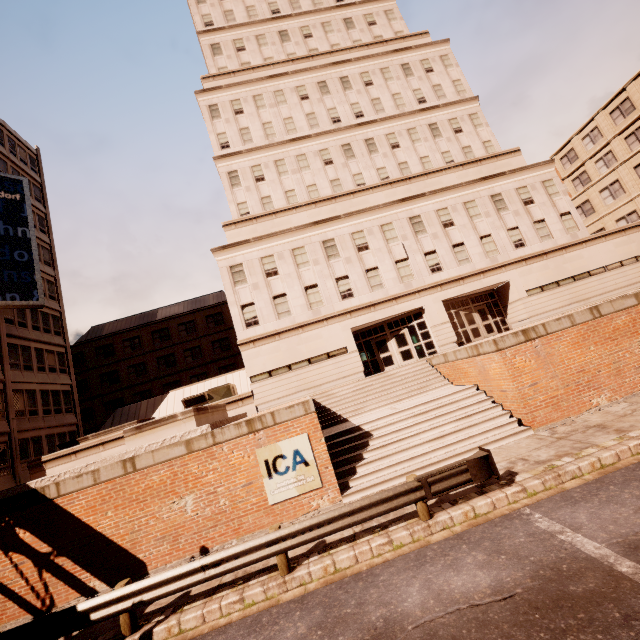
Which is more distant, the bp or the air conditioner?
the air conditioner

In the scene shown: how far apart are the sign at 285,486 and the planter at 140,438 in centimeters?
255cm

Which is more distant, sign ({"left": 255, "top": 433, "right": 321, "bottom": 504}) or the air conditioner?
Answer: the air conditioner

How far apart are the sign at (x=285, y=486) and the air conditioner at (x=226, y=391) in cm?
1267

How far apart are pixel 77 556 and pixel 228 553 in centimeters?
614cm

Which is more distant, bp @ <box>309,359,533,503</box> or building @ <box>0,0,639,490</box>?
building @ <box>0,0,639,490</box>

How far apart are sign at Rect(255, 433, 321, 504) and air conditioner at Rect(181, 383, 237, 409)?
12.7m

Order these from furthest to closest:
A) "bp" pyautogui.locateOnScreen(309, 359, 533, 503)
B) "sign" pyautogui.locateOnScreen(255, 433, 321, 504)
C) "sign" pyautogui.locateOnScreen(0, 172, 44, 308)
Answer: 1. "sign" pyautogui.locateOnScreen(0, 172, 44, 308)
2. "bp" pyautogui.locateOnScreen(309, 359, 533, 503)
3. "sign" pyautogui.locateOnScreen(255, 433, 321, 504)
